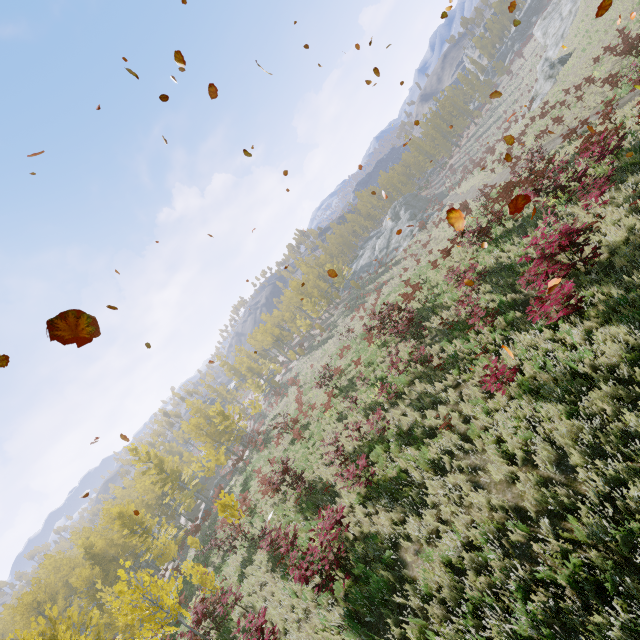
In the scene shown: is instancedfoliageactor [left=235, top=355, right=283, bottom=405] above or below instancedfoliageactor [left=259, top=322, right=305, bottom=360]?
below

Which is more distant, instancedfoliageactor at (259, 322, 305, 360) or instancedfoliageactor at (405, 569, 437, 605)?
instancedfoliageactor at (259, 322, 305, 360)

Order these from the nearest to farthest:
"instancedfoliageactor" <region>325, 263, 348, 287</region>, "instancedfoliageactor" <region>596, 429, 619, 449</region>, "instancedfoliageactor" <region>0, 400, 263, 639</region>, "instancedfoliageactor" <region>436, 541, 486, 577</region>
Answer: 1. "instancedfoliageactor" <region>596, 429, 619, 449</region>
2. "instancedfoliageactor" <region>436, 541, 486, 577</region>
3. "instancedfoliageactor" <region>0, 400, 263, 639</region>
4. "instancedfoliageactor" <region>325, 263, 348, 287</region>

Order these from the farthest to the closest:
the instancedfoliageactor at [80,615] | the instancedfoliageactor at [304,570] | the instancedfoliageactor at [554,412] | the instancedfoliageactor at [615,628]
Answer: the instancedfoliageactor at [80,615]
the instancedfoliageactor at [304,570]
the instancedfoliageactor at [554,412]
the instancedfoliageactor at [615,628]

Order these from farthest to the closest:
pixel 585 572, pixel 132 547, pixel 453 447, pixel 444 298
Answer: pixel 132 547, pixel 444 298, pixel 453 447, pixel 585 572

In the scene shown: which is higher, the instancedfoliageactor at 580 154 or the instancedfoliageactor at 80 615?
the instancedfoliageactor at 80 615
